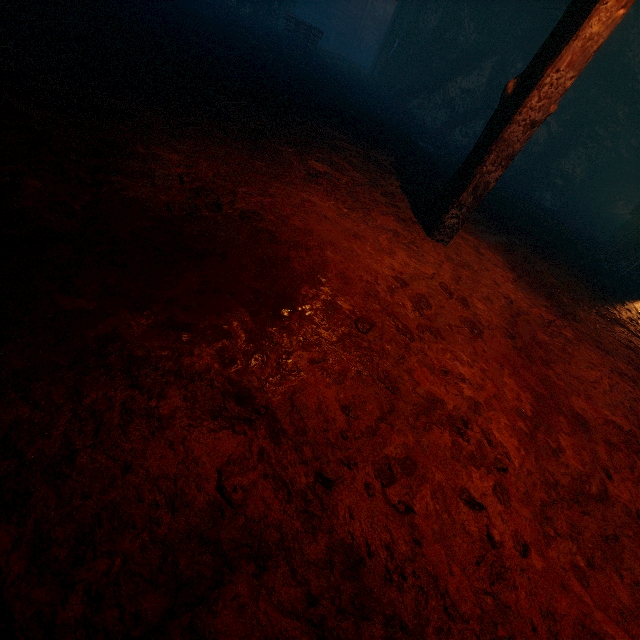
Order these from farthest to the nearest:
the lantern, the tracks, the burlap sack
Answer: the tracks → the lantern → the burlap sack

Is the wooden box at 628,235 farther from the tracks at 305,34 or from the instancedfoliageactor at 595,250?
the tracks at 305,34

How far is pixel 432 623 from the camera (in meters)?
1.02

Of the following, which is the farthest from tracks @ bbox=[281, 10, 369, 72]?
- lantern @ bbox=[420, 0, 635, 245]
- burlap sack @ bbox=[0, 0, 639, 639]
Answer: lantern @ bbox=[420, 0, 635, 245]

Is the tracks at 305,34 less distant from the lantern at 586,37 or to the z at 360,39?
the z at 360,39

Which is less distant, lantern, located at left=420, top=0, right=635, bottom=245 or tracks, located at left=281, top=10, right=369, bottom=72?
lantern, located at left=420, top=0, right=635, bottom=245

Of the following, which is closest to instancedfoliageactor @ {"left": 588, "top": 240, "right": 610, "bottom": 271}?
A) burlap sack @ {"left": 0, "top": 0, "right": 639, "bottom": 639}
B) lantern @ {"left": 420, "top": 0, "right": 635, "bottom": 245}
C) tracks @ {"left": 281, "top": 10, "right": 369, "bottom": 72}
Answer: burlap sack @ {"left": 0, "top": 0, "right": 639, "bottom": 639}

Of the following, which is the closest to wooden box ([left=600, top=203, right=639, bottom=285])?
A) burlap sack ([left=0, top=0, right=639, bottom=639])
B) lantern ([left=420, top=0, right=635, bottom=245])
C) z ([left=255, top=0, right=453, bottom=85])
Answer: burlap sack ([left=0, top=0, right=639, bottom=639])
